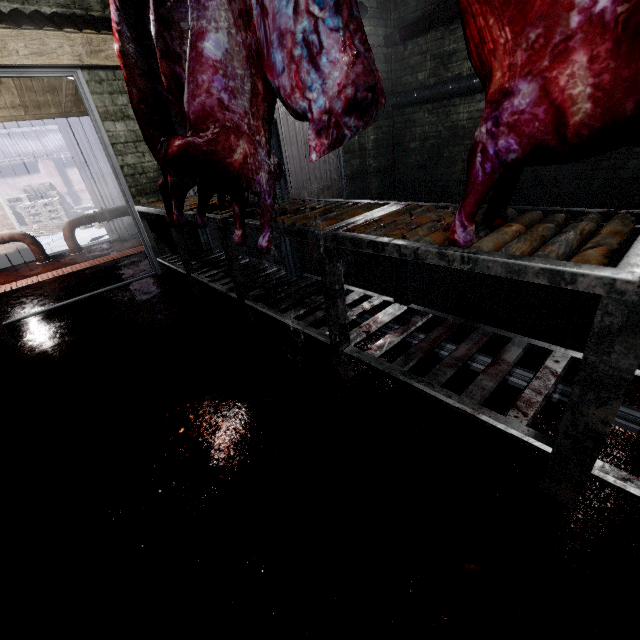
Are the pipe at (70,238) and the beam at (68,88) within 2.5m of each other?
yes

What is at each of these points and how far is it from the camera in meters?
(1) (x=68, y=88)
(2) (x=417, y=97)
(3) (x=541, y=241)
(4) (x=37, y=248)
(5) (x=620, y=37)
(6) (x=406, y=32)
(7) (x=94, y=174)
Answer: (1) beam, 4.5 m
(2) pipe, 4.7 m
(3) table, 1.0 m
(4) pipe, 5.1 m
(5) meat, 0.6 m
(6) pipe, 4.4 m
(7) door, 5.8 m

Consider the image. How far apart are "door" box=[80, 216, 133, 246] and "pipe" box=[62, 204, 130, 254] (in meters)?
0.38

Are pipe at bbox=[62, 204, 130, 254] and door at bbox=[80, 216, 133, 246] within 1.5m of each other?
yes

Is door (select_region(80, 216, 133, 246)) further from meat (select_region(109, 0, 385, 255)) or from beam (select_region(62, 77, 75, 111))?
meat (select_region(109, 0, 385, 255))

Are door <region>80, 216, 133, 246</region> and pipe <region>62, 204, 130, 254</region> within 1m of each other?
yes

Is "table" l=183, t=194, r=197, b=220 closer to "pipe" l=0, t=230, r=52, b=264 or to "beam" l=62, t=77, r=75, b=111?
"beam" l=62, t=77, r=75, b=111

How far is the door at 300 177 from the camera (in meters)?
4.42
